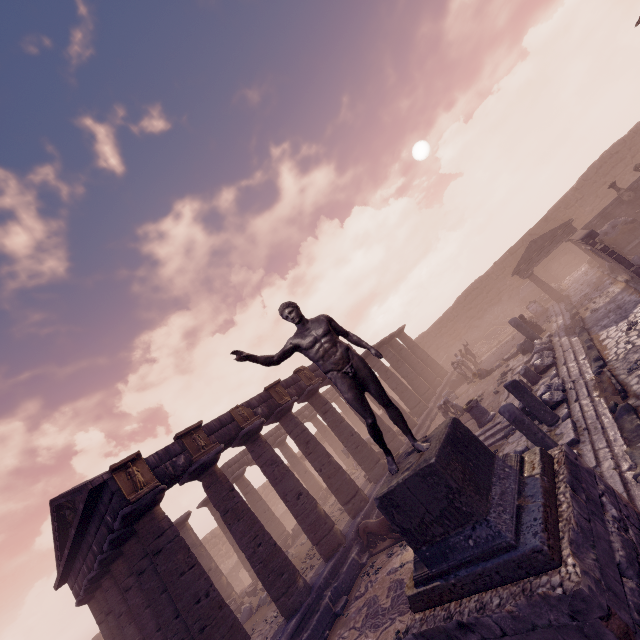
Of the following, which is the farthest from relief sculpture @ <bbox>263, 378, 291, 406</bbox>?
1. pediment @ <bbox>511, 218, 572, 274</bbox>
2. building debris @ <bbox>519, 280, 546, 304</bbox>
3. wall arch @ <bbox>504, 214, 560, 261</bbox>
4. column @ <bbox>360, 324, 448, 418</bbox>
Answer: wall arch @ <bbox>504, 214, 560, 261</bbox>

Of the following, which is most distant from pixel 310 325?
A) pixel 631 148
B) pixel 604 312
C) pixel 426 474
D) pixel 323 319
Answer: pixel 631 148

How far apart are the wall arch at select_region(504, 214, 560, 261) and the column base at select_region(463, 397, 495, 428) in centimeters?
2151cm

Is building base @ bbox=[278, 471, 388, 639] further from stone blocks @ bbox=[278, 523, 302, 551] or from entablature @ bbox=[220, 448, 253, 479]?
entablature @ bbox=[220, 448, 253, 479]

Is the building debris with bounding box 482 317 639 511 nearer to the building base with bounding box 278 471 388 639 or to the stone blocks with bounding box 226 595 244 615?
the building base with bounding box 278 471 388 639

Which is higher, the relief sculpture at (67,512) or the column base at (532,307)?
the relief sculpture at (67,512)

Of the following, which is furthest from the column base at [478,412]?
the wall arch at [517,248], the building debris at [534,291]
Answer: the wall arch at [517,248]

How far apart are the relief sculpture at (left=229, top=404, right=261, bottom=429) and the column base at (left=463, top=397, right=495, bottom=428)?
8.2 meters
